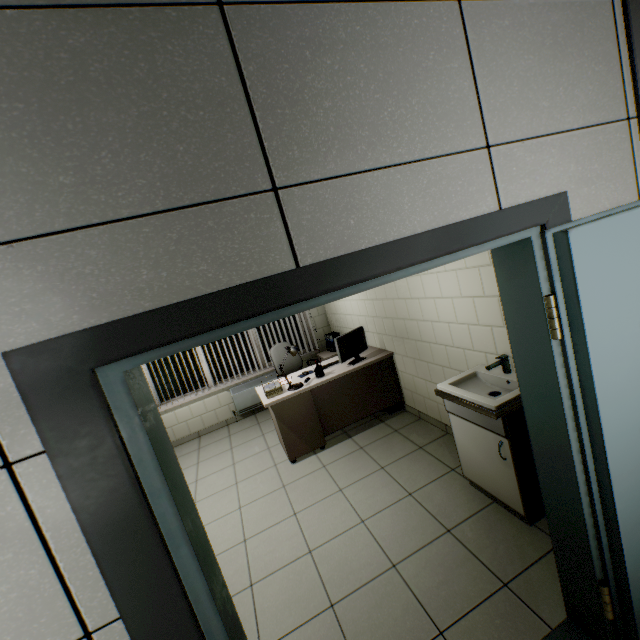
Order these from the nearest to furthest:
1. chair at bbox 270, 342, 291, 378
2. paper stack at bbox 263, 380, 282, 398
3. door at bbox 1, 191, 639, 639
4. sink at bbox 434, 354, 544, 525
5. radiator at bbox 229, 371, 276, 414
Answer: door at bbox 1, 191, 639, 639
sink at bbox 434, 354, 544, 525
paper stack at bbox 263, 380, 282, 398
chair at bbox 270, 342, 291, 378
radiator at bbox 229, 371, 276, 414

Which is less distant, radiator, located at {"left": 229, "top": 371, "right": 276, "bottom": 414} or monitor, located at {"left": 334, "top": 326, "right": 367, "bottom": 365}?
monitor, located at {"left": 334, "top": 326, "right": 367, "bottom": 365}

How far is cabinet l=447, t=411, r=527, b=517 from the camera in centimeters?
223cm

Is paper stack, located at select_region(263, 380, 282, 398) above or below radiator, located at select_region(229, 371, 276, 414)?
above

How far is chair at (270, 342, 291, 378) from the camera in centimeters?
520cm

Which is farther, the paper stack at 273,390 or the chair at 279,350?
the chair at 279,350

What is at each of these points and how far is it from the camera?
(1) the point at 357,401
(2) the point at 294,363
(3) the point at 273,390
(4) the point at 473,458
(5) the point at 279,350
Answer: (1) table, 4.2 meters
(2) chair, 5.4 meters
(3) paper stack, 3.9 meters
(4) cabinet, 2.6 meters
(5) chair, 5.4 meters

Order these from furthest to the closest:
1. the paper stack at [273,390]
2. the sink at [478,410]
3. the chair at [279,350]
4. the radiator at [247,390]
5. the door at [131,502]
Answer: the radiator at [247,390] → the chair at [279,350] → the paper stack at [273,390] → the sink at [478,410] → the door at [131,502]
